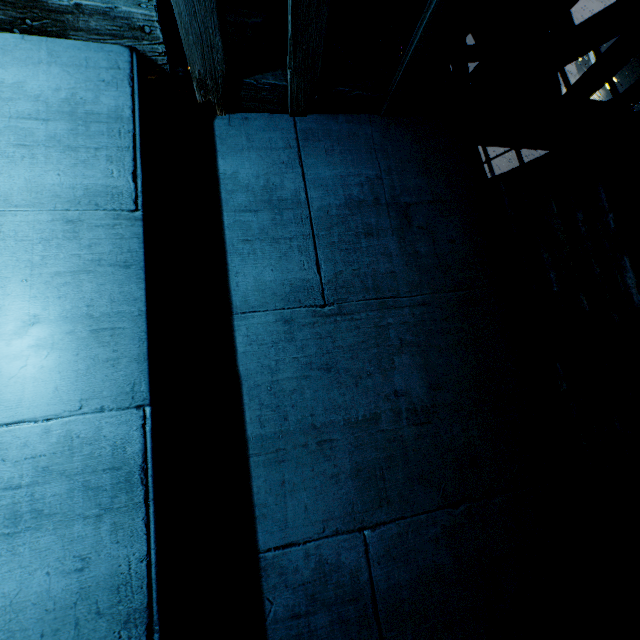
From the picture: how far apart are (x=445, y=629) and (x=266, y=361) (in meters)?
2.61
